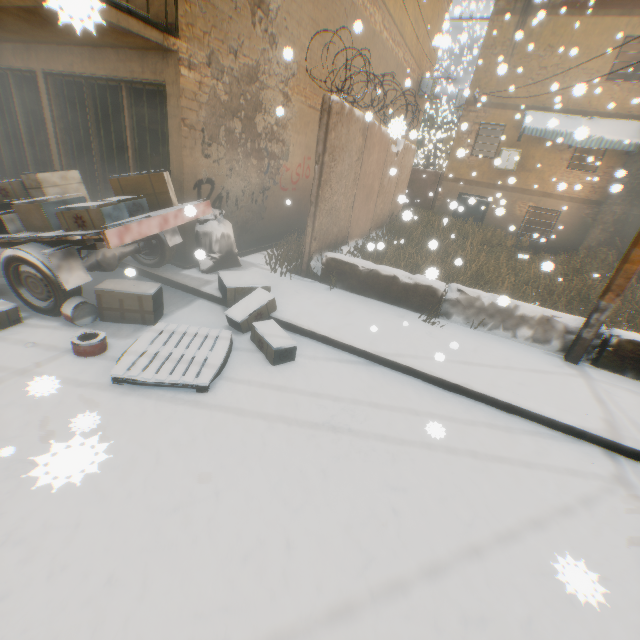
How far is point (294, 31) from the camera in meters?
7.0 m

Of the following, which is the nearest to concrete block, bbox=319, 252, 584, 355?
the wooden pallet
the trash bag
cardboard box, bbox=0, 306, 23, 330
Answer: the trash bag

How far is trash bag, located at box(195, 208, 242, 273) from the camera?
5.98m

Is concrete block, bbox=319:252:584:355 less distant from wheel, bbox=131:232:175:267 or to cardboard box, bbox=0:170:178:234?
cardboard box, bbox=0:170:178:234

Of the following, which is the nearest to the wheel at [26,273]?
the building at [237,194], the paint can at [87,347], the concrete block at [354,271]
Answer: the paint can at [87,347]

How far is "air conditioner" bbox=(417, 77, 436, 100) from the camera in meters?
16.9

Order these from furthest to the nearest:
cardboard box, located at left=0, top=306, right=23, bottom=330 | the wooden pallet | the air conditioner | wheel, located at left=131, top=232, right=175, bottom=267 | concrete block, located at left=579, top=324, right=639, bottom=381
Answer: the air conditioner < wheel, located at left=131, top=232, right=175, bottom=267 < concrete block, located at left=579, top=324, right=639, bottom=381 < cardboard box, located at left=0, top=306, right=23, bottom=330 < the wooden pallet

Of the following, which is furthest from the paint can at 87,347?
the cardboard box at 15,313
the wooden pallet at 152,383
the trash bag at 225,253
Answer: the trash bag at 225,253
